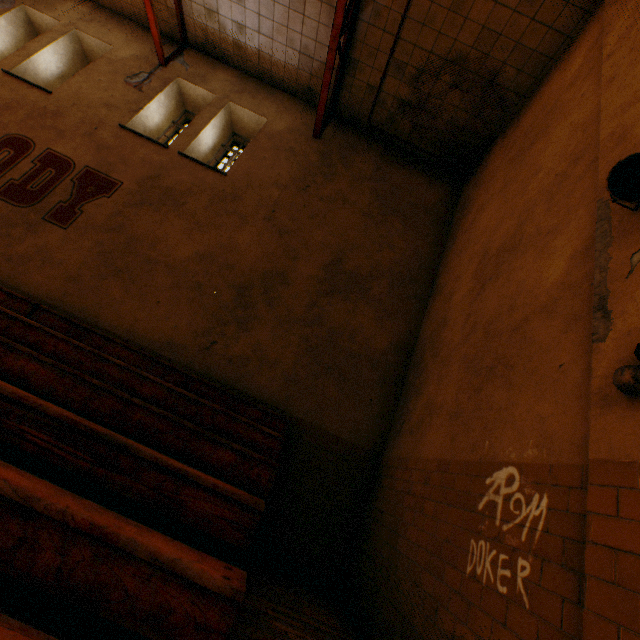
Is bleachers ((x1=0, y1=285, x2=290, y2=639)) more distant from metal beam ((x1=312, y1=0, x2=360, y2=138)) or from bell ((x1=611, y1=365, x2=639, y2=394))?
metal beam ((x1=312, y1=0, x2=360, y2=138))

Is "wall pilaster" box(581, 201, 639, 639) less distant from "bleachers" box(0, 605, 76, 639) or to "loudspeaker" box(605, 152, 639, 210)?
"loudspeaker" box(605, 152, 639, 210)

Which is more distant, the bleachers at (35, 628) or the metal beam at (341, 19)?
the metal beam at (341, 19)

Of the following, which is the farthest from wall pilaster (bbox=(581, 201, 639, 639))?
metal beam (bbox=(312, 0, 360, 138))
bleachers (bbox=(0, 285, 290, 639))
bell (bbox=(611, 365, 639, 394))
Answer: metal beam (bbox=(312, 0, 360, 138))

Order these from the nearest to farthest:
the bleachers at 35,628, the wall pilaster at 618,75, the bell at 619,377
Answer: the bleachers at 35,628 → the bell at 619,377 → the wall pilaster at 618,75

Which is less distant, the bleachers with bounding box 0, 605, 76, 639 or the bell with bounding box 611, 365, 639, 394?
the bleachers with bounding box 0, 605, 76, 639

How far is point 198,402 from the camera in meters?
3.9 m
